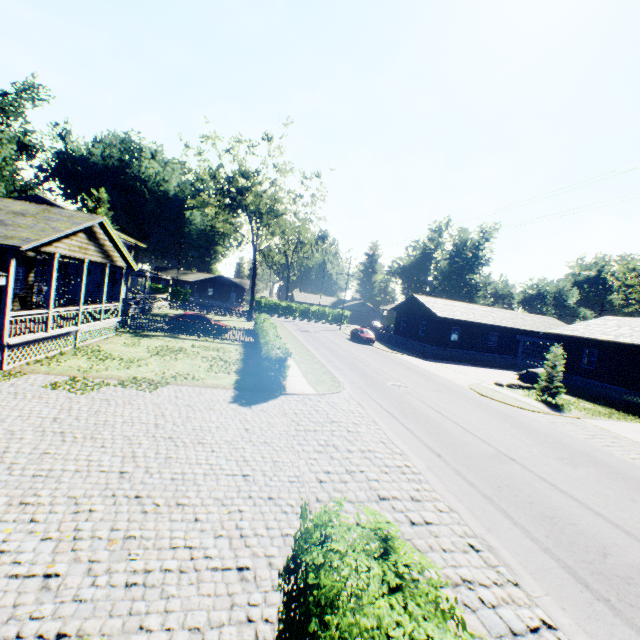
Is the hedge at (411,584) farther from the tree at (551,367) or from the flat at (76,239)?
the tree at (551,367)

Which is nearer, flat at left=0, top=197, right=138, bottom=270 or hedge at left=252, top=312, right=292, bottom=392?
flat at left=0, top=197, right=138, bottom=270

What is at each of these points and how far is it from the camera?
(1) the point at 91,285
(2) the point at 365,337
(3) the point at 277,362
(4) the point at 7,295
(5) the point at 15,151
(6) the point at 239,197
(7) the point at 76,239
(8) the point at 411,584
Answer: (1) house, 32.3 meters
(2) car, 37.2 meters
(3) hedge, 16.6 meters
(4) pillar, 11.2 meters
(5) plant, 34.0 meters
(6) tree, 38.5 meters
(7) flat, 14.9 meters
(8) hedge, 3.0 meters

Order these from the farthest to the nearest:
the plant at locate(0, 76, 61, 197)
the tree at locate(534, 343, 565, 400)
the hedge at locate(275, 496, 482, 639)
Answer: the plant at locate(0, 76, 61, 197)
the tree at locate(534, 343, 565, 400)
the hedge at locate(275, 496, 482, 639)

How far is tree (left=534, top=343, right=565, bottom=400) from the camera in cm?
1992

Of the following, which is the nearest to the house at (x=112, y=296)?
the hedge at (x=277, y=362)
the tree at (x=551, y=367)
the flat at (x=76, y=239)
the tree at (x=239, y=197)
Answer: the flat at (x=76, y=239)

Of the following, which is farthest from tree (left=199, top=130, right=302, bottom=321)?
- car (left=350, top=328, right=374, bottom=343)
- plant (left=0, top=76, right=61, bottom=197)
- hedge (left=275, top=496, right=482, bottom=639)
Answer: hedge (left=275, top=496, right=482, bottom=639)

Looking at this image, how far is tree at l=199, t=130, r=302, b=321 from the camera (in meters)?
35.91
